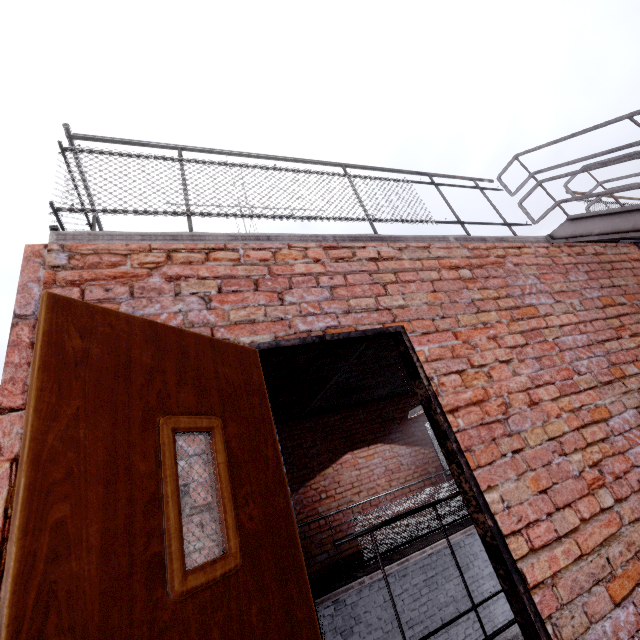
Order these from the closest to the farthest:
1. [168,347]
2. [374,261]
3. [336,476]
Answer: [168,347], [374,261], [336,476]

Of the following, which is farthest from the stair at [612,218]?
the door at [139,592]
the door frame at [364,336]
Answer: the door at [139,592]

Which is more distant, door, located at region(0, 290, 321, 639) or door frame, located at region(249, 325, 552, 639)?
door frame, located at region(249, 325, 552, 639)

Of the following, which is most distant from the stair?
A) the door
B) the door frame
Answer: the door

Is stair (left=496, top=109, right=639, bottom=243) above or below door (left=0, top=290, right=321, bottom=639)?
above

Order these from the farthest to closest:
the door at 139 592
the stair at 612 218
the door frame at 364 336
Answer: the stair at 612 218 < the door frame at 364 336 < the door at 139 592

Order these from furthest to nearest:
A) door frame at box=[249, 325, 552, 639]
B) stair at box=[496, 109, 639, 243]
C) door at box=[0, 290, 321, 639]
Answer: stair at box=[496, 109, 639, 243] → door frame at box=[249, 325, 552, 639] → door at box=[0, 290, 321, 639]

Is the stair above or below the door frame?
above
